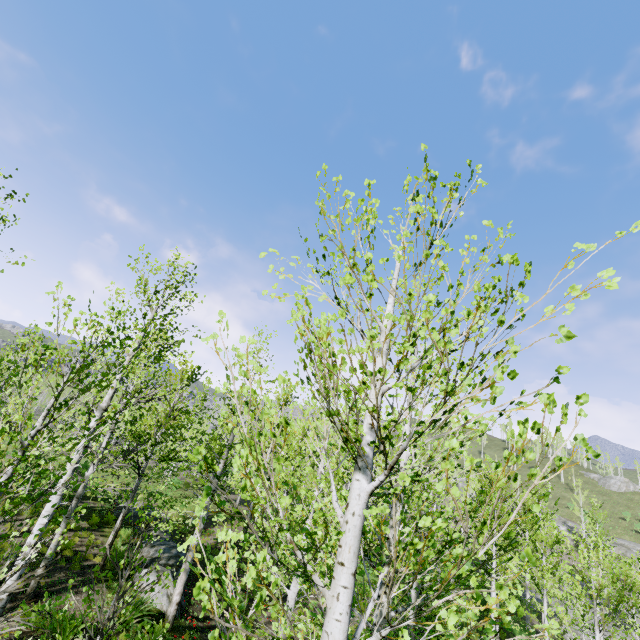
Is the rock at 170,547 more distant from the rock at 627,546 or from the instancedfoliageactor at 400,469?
the rock at 627,546

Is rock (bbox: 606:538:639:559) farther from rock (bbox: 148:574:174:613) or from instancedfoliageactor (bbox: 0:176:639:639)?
rock (bbox: 148:574:174:613)

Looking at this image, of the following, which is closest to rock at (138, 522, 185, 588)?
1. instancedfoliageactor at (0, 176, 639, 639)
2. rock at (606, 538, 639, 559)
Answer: instancedfoliageactor at (0, 176, 639, 639)

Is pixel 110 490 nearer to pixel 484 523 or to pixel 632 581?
pixel 484 523

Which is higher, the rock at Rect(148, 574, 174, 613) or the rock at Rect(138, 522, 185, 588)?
the rock at Rect(138, 522, 185, 588)

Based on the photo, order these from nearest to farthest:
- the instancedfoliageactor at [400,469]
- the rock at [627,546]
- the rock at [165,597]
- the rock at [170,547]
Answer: the instancedfoliageactor at [400,469]
the rock at [165,597]
the rock at [170,547]
the rock at [627,546]

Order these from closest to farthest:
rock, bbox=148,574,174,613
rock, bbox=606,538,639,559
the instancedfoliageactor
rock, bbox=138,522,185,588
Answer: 1. the instancedfoliageactor
2. rock, bbox=148,574,174,613
3. rock, bbox=138,522,185,588
4. rock, bbox=606,538,639,559
